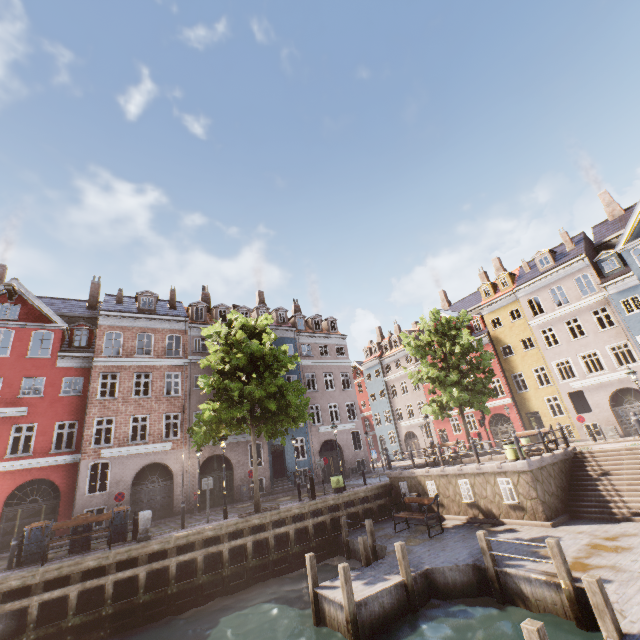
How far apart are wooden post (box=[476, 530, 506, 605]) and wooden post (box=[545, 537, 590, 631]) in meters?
1.7

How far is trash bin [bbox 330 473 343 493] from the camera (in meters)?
18.31

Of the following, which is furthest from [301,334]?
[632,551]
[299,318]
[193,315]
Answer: [632,551]

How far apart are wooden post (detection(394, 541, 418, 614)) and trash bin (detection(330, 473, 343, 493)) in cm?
892

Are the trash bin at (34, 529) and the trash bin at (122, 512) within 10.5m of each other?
yes

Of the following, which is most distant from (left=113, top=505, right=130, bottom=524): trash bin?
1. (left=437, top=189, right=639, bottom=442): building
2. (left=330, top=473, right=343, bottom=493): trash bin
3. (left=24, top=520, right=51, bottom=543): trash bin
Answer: (left=330, top=473, right=343, bottom=493): trash bin

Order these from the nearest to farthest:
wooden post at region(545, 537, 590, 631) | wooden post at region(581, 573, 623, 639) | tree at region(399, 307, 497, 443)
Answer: wooden post at region(581, 573, 623, 639)
wooden post at region(545, 537, 590, 631)
tree at region(399, 307, 497, 443)

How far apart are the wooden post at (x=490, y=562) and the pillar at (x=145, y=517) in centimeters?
1227cm
